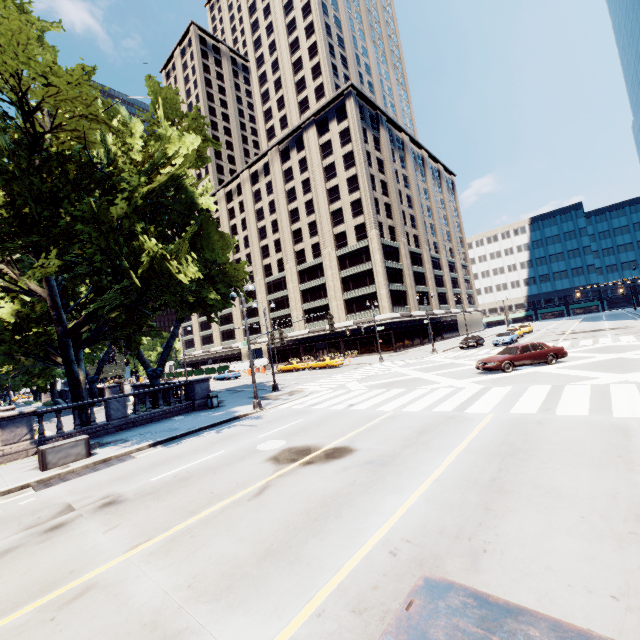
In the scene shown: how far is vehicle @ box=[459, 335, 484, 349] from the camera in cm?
3769

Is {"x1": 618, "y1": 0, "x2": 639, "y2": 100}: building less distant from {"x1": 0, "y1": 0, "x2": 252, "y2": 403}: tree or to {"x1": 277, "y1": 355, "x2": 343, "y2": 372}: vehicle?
{"x1": 277, "y1": 355, "x2": 343, "y2": 372}: vehicle

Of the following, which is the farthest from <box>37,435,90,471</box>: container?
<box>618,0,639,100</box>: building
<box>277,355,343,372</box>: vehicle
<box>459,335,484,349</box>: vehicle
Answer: <box>618,0,639,100</box>: building

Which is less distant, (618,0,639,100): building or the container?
the container

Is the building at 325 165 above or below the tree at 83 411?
above

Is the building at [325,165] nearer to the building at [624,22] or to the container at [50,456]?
the building at [624,22]

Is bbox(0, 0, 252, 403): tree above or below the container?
above

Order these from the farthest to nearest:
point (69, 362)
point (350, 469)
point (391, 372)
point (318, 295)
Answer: point (318, 295)
point (391, 372)
point (69, 362)
point (350, 469)
